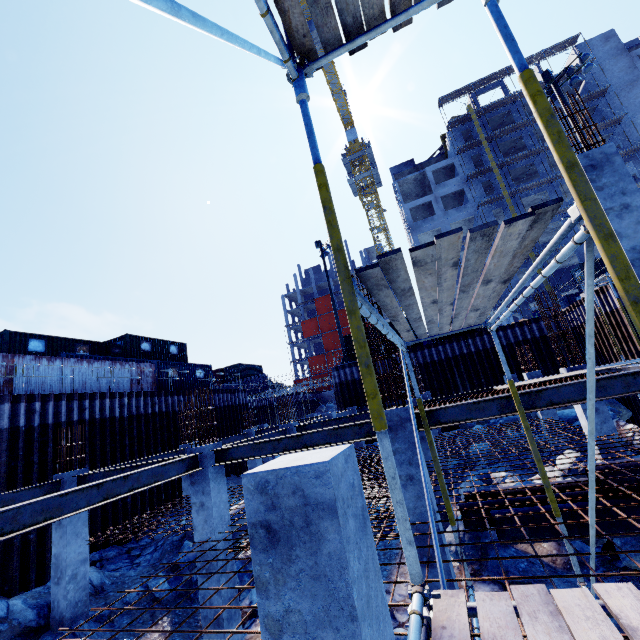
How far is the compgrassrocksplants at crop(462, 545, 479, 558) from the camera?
8.2 meters

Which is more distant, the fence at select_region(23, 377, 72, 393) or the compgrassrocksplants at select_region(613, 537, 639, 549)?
the fence at select_region(23, 377, 72, 393)

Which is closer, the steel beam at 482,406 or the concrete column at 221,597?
the steel beam at 482,406

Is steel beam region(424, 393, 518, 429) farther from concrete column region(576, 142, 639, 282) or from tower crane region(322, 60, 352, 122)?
tower crane region(322, 60, 352, 122)

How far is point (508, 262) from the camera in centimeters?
263cm

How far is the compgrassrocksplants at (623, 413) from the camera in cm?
1485

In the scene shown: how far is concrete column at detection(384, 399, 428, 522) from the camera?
6.10m

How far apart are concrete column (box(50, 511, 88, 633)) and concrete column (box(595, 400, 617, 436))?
15.0m
